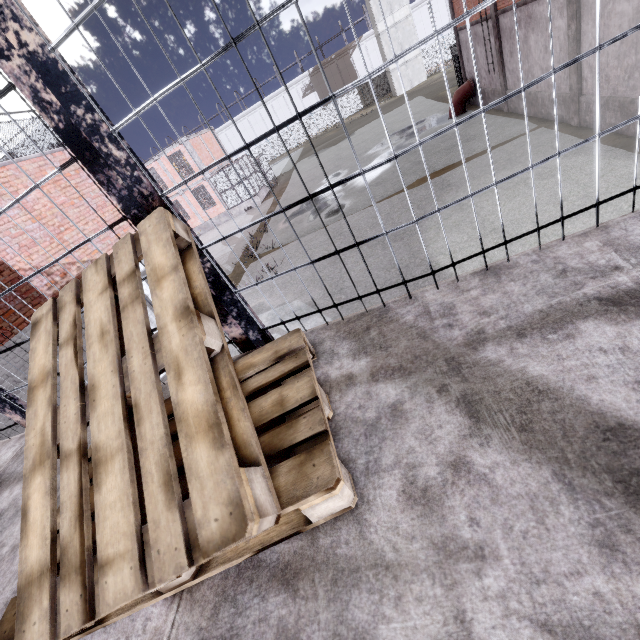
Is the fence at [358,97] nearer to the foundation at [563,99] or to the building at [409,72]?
the building at [409,72]

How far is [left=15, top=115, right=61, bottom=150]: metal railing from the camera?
8.73m

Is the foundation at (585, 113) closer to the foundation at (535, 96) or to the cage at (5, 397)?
the foundation at (535, 96)

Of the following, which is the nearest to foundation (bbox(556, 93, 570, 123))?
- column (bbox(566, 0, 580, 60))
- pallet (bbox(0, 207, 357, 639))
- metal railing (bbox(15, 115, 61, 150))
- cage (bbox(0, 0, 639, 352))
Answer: column (bbox(566, 0, 580, 60))

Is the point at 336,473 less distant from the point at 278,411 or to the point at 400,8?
the point at 278,411

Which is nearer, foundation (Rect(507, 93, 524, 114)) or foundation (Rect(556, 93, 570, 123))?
foundation (Rect(556, 93, 570, 123))

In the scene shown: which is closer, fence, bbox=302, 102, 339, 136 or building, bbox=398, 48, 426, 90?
building, bbox=398, 48, 426, 90

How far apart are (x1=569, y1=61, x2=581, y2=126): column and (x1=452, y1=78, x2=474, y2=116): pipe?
9.66m
